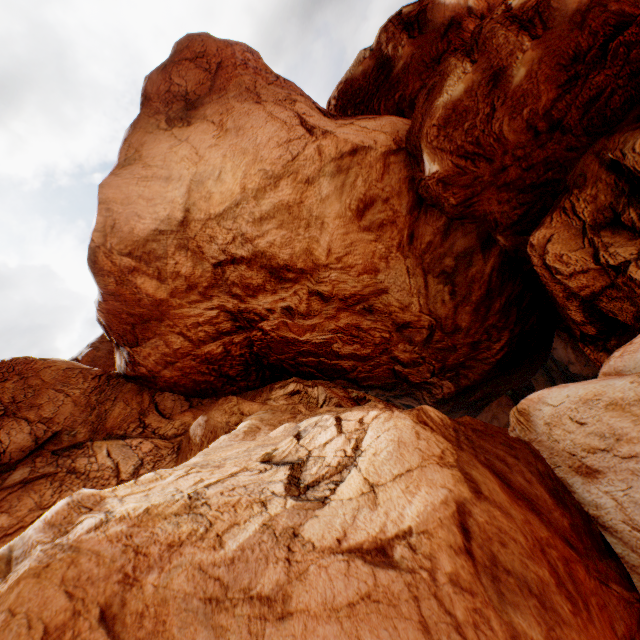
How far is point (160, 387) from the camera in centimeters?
1988cm
